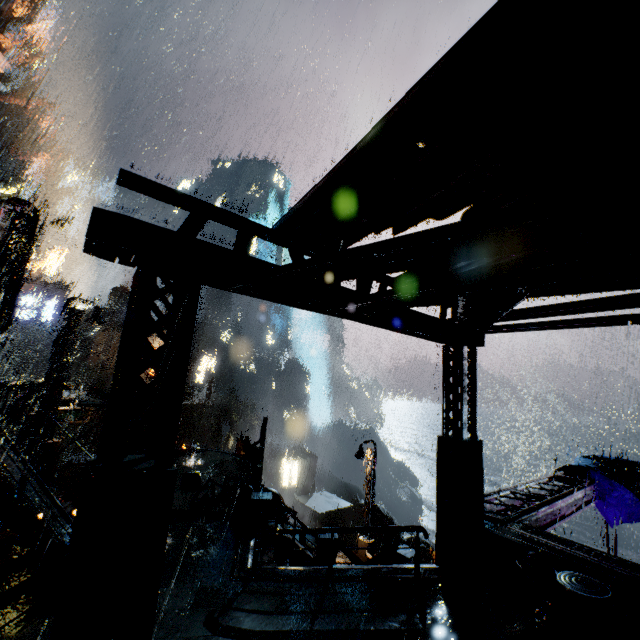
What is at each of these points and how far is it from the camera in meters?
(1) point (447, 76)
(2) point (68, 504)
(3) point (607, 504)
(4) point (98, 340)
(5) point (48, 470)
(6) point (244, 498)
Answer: (1) sm, 3.6 m
(2) building vent, 18.2 m
(3) cloth, 13.2 m
(4) building, 42.1 m
(5) street light, 20.2 m
(6) trash bag, 13.9 m

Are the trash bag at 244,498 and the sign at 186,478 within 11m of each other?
yes

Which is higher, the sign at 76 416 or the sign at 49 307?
Answer: the sign at 49 307

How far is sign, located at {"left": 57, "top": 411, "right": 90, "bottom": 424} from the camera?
22.38m

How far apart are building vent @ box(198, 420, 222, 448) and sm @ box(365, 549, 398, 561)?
43.92m

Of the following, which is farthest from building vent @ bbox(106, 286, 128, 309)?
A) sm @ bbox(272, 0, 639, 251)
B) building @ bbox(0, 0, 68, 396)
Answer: sm @ bbox(272, 0, 639, 251)

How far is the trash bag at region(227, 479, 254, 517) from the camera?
13.6m

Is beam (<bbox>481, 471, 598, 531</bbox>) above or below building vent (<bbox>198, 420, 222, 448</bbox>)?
above
